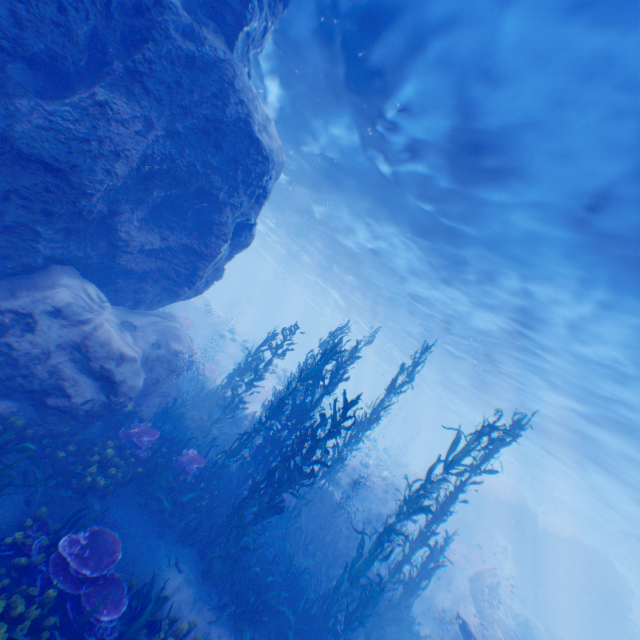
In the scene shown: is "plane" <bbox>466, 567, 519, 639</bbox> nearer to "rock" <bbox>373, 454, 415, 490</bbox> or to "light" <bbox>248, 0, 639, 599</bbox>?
"rock" <bbox>373, 454, 415, 490</bbox>

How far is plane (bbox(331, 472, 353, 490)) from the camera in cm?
2222

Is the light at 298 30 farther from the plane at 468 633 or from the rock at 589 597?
the plane at 468 633

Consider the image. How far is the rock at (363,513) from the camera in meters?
22.6 m

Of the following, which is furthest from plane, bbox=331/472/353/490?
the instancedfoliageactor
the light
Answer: the light

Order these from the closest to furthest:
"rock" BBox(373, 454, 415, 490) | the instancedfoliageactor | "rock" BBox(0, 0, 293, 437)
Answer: the instancedfoliageactor → "rock" BBox(0, 0, 293, 437) → "rock" BBox(373, 454, 415, 490)

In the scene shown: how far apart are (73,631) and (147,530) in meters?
2.6 m

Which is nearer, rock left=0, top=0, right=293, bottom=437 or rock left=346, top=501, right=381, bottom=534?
rock left=0, top=0, right=293, bottom=437
